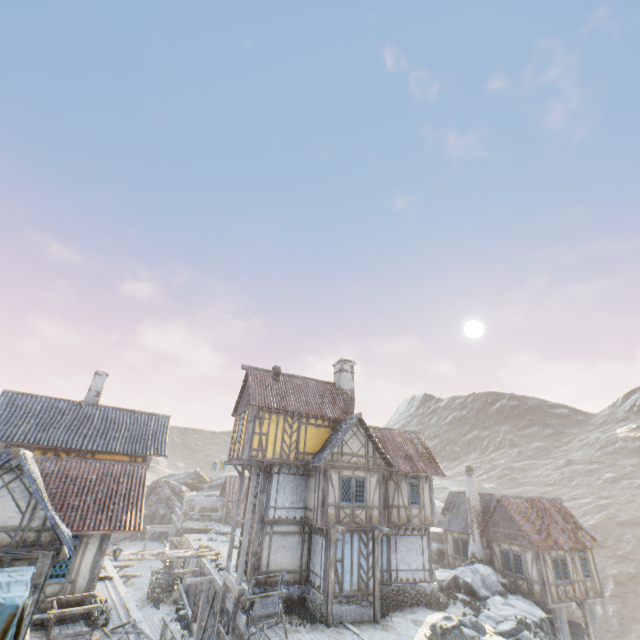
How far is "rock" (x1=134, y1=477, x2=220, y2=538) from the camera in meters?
49.0 m

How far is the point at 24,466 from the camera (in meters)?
10.66

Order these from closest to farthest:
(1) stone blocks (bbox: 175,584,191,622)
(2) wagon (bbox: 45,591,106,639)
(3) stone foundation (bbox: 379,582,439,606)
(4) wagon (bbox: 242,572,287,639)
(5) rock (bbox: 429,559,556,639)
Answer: (2) wagon (bbox: 45,591,106,639)
(4) wagon (bbox: 242,572,287,639)
(5) rock (bbox: 429,559,556,639)
(3) stone foundation (bbox: 379,582,439,606)
(1) stone blocks (bbox: 175,584,191,622)

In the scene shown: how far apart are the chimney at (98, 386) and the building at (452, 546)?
30.7m

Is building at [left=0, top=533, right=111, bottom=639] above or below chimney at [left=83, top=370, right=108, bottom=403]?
below

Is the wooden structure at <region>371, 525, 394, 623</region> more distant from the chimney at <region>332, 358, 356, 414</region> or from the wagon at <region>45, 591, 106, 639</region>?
the wagon at <region>45, 591, 106, 639</region>

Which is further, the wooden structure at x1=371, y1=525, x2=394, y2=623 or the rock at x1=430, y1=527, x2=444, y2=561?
the rock at x1=430, y1=527, x2=444, y2=561

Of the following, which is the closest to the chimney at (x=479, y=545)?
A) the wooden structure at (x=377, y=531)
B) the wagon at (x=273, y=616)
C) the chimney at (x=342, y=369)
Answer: the chimney at (x=342, y=369)
